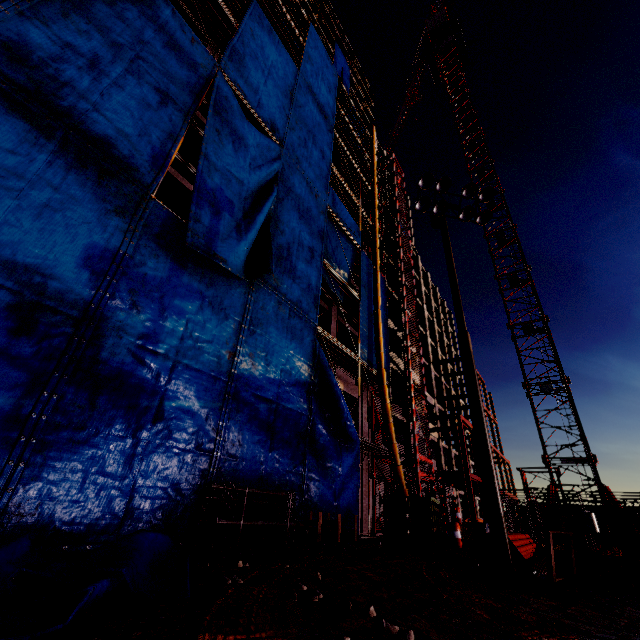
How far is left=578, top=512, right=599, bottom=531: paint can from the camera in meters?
5.3

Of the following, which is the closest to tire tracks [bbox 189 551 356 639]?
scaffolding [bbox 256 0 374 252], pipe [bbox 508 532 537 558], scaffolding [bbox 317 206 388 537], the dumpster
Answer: pipe [bbox 508 532 537 558]

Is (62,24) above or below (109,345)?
above

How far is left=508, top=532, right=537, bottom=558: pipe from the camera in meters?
9.3 m

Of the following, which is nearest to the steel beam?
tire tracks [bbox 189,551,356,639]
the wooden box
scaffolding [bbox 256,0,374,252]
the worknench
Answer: the wooden box

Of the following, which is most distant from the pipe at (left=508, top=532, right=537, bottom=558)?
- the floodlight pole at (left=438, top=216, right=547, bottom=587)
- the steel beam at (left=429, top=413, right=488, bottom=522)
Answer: the steel beam at (left=429, top=413, right=488, bottom=522)

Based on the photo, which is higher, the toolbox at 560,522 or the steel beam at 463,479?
the steel beam at 463,479

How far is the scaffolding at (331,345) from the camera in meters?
15.7
